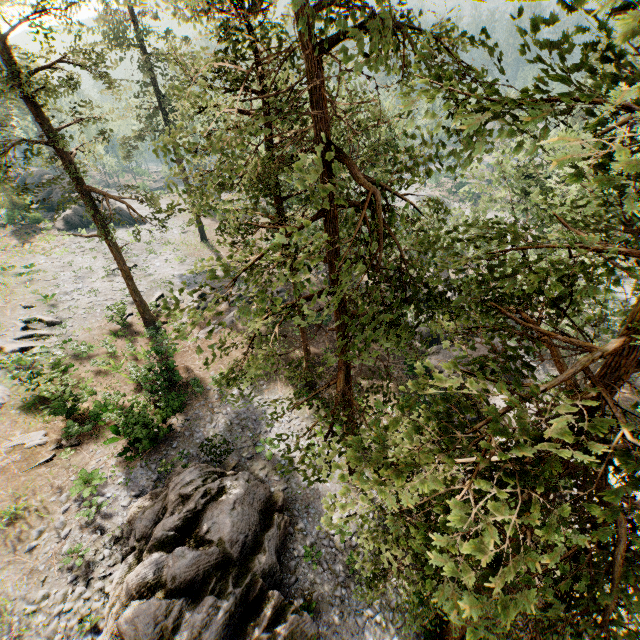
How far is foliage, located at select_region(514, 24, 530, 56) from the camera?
2.55m

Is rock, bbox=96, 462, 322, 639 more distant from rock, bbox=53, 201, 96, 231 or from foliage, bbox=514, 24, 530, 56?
rock, bbox=53, 201, 96, 231

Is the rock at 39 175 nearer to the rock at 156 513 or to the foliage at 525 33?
the foliage at 525 33

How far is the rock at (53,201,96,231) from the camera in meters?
40.1 m

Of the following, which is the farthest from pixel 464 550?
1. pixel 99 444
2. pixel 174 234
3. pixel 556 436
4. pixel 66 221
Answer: pixel 66 221

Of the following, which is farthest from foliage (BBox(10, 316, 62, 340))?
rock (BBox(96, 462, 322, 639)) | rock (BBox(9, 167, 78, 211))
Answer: rock (BBox(96, 462, 322, 639))
